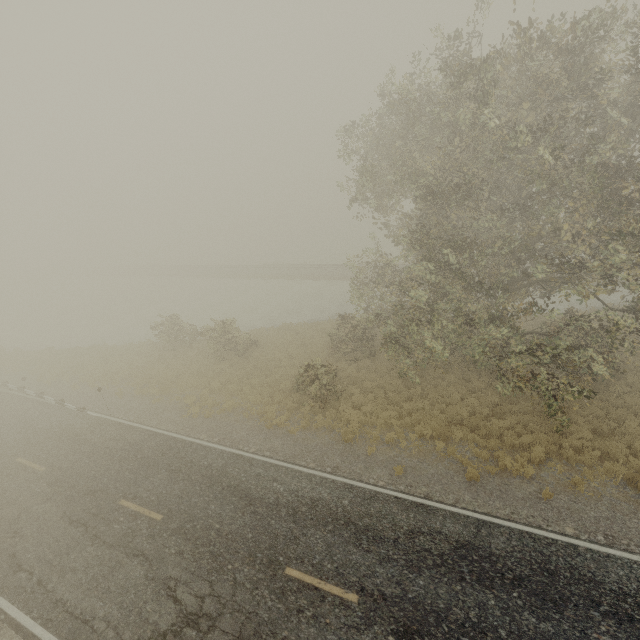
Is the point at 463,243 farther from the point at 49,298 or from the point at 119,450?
the point at 49,298
